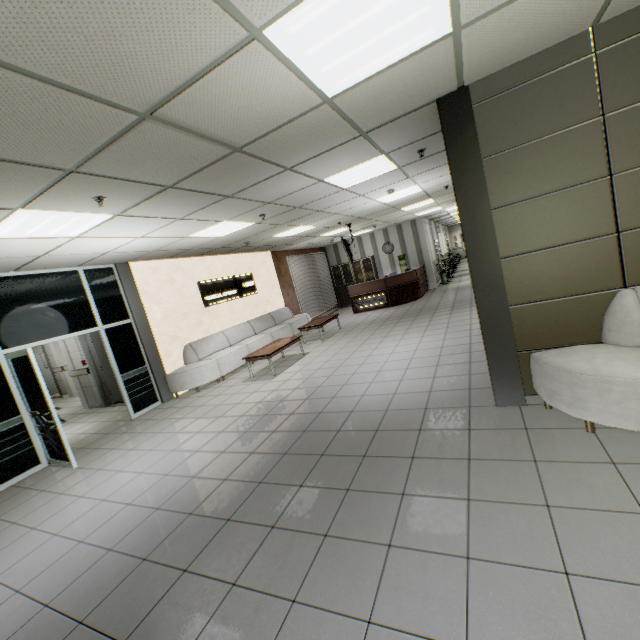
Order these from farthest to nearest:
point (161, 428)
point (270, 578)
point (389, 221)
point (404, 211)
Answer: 1. point (389, 221)
2. point (404, 211)
3. point (161, 428)
4. point (270, 578)

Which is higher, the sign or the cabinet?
the sign

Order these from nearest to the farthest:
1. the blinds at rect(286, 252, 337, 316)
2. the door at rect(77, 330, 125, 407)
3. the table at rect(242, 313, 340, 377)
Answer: the table at rect(242, 313, 340, 377)
the door at rect(77, 330, 125, 407)
the blinds at rect(286, 252, 337, 316)

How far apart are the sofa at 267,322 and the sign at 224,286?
0.8m

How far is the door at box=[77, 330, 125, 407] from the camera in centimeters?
835cm

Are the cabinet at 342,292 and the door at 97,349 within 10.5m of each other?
yes

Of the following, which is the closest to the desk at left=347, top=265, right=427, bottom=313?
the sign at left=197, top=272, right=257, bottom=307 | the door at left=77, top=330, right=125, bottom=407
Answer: the sign at left=197, top=272, right=257, bottom=307

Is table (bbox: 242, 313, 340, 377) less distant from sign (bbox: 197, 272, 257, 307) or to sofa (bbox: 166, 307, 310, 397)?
sofa (bbox: 166, 307, 310, 397)
